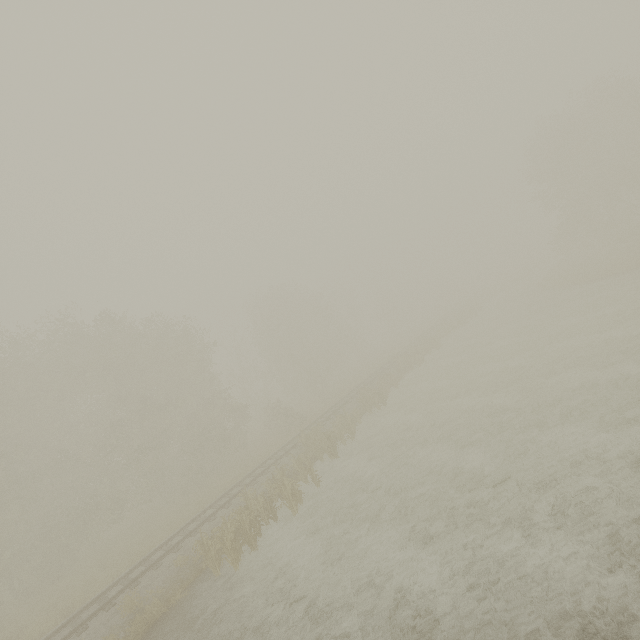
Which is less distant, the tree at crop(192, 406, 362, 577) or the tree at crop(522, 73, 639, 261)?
the tree at crop(192, 406, 362, 577)

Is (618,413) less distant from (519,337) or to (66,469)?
(519,337)

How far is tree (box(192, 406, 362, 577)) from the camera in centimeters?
1294cm

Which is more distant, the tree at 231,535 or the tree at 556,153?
the tree at 556,153

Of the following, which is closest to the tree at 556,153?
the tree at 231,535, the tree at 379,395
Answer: the tree at 379,395

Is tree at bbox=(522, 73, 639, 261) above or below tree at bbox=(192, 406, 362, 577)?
above

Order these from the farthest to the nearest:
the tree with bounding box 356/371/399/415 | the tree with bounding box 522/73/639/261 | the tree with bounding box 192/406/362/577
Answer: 1. the tree with bounding box 522/73/639/261
2. the tree with bounding box 356/371/399/415
3. the tree with bounding box 192/406/362/577

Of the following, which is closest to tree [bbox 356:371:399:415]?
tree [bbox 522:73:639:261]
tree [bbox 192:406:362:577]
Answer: tree [bbox 192:406:362:577]
